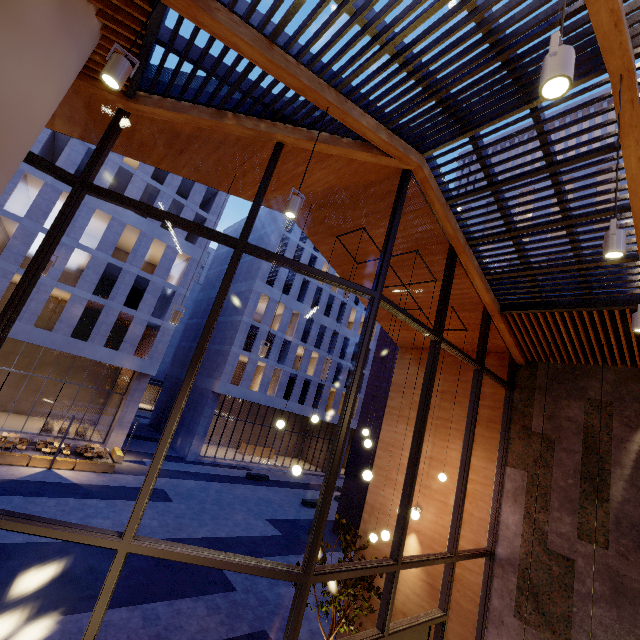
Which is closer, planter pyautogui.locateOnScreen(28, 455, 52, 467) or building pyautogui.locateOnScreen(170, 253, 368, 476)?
planter pyautogui.locateOnScreen(28, 455, 52, 467)

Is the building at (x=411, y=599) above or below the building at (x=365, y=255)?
below

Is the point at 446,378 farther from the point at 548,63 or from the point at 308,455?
the point at 308,455

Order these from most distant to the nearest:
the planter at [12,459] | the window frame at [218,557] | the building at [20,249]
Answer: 1. the building at [20,249]
2. the planter at [12,459]
3. the window frame at [218,557]

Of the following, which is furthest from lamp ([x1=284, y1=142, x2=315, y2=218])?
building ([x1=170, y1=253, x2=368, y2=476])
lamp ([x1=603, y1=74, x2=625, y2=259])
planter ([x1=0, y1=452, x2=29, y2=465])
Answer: building ([x1=170, y1=253, x2=368, y2=476])

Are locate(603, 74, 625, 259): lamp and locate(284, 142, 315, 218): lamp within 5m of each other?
yes

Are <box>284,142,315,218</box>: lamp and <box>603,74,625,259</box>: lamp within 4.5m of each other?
yes

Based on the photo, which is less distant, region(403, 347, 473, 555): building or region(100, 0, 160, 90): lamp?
region(100, 0, 160, 90): lamp
